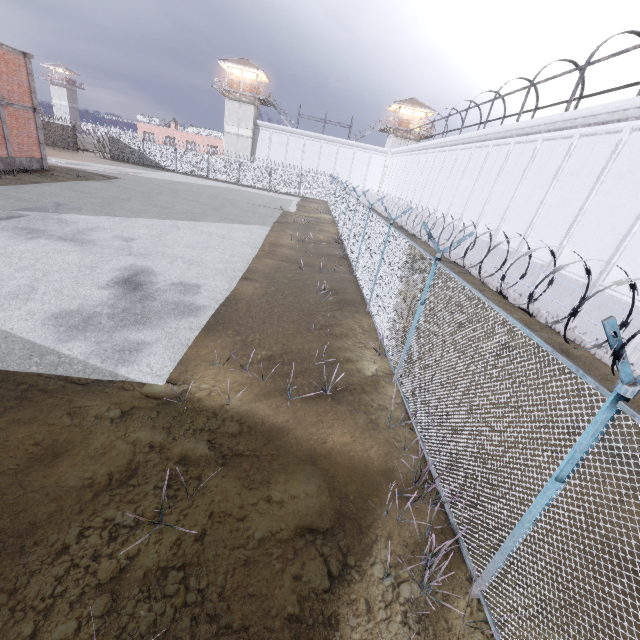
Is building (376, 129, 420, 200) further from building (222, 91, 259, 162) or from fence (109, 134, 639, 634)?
building (222, 91, 259, 162)

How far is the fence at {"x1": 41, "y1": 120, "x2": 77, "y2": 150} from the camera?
39.0m

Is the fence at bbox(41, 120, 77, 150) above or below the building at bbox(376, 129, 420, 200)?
below

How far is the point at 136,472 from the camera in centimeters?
432cm

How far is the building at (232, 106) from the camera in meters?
44.3 m

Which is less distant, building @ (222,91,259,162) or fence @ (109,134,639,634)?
fence @ (109,134,639,634)

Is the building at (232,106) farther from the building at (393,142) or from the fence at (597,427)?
the building at (393,142)
